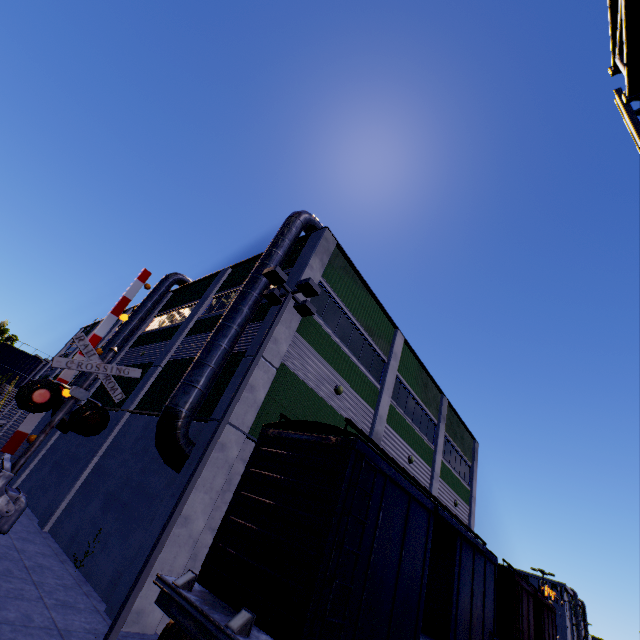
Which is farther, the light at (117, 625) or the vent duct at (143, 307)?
the vent duct at (143, 307)

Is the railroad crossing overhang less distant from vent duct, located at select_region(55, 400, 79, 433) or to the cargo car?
the cargo car

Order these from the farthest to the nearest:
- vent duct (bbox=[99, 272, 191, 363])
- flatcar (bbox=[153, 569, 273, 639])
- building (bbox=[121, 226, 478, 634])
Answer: vent duct (bbox=[99, 272, 191, 363]) < building (bbox=[121, 226, 478, 634]) < flatcar (bbox=[153, 569, 273, 639])

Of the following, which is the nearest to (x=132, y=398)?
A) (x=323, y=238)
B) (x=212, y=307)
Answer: (x=212, y=307)

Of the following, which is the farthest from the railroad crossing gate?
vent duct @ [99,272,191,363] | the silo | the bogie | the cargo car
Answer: the silo

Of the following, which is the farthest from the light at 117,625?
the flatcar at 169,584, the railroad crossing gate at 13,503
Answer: the railroad crossing gate at 13,503

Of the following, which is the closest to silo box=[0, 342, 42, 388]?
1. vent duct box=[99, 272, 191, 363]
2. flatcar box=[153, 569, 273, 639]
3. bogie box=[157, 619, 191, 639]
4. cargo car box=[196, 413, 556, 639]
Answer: vent duct box=[99, 272, 191, 363]

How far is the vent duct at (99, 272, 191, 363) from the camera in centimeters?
→ 2081cm
